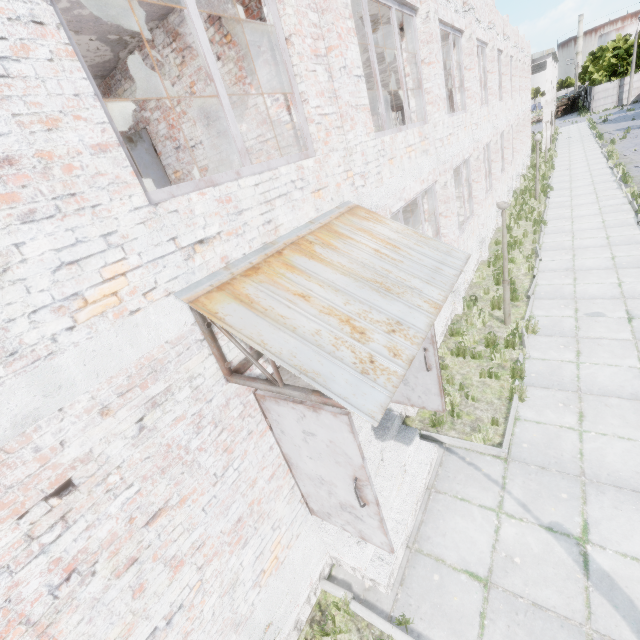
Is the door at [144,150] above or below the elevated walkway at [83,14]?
below

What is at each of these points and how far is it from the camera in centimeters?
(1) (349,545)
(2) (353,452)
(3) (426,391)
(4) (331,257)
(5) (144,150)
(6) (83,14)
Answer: (1) stairs, 446cm
(2) door, 301cm
(3) door, 523cm
(4) awning, 357cm
(5) door, 654cm
(6) elevated walkway, 428cm

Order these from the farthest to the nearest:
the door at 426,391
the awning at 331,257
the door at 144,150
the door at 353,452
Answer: the door at 144,150 < the door at 426,391 < the door at 353,452 < the awning at 331,257

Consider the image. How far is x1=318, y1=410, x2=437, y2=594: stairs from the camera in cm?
439

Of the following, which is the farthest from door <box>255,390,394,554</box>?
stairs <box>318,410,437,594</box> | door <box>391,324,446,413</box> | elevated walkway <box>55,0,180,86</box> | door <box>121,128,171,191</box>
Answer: door <box>121,128,171,191</box>

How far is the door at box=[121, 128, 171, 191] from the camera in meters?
6.4 m

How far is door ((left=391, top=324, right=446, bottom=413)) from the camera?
4.8m

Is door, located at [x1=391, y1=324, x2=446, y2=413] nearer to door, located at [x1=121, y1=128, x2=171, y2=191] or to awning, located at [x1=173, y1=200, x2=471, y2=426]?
awning, located at [x1=173, y1=200, x2=471, y2=426]
